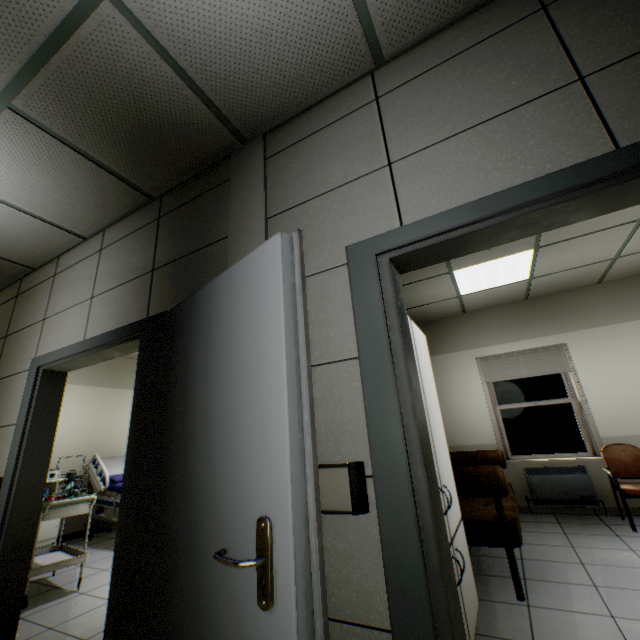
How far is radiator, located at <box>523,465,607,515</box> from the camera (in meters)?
4.51

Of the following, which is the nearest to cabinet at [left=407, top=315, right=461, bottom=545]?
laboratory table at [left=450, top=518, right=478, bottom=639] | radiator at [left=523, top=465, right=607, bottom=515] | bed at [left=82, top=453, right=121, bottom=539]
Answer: laboratory table at [left=450, top=518, right=478, bottom=639]

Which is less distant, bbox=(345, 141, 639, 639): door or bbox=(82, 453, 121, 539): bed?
bbox=(345, 141, 639, 639): door

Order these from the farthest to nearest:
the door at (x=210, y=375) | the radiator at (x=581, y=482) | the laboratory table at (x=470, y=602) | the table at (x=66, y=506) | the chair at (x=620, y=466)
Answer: the radiator at (x=581, y=482)
the chair at (x=620, y=466)
the table at (x=66, y=506)
the laboratory table at (x=470, y=602)
the door at (x=210, y=375)

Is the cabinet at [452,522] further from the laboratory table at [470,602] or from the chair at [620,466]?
the chair at [620,466]

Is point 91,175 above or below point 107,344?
above

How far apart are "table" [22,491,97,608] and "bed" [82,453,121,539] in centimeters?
133cm

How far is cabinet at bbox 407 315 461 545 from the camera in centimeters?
208cm
